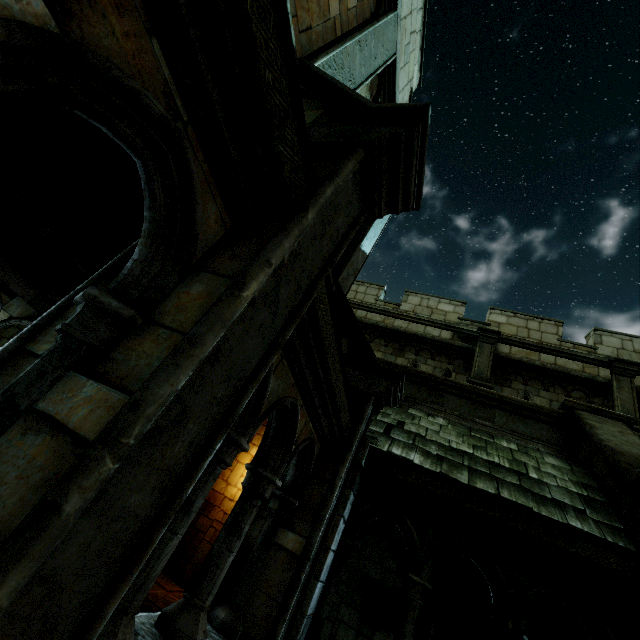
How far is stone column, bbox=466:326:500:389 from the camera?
9.1 meters

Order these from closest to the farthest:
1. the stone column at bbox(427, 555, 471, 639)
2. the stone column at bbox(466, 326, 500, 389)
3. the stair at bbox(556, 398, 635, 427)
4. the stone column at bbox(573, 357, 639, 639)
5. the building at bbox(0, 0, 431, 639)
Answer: the building at bbox(0, 0, 431, 639) → the stone column at bbox(573, 357, 639, 639) → the stair at bbox(556, 398, 635, 427) → the stone column at bbox(427, 555, 471, 639) → the stone column at bbox(466, 326, 500, 389)

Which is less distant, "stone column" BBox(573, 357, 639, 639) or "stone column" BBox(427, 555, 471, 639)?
"stone column" BBox(573, 357, 639, 639)

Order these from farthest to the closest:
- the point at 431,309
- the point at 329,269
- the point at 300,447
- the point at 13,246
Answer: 1. the point at 431,309
2. the point at 13,246
3. the point at 300,447
4. the point at 329,269

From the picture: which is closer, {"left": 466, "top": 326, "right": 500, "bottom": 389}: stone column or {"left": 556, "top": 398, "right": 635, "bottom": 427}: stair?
{"left": 556, "top": 398, "right": 635, "bottom": 427}: stair

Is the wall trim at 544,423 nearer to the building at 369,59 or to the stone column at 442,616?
the building at 369,59

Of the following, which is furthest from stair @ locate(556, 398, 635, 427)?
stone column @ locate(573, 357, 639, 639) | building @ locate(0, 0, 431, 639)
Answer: building @ locate(0, 0, 431, 639)

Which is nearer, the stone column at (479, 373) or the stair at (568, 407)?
the stair at (568, 407)
